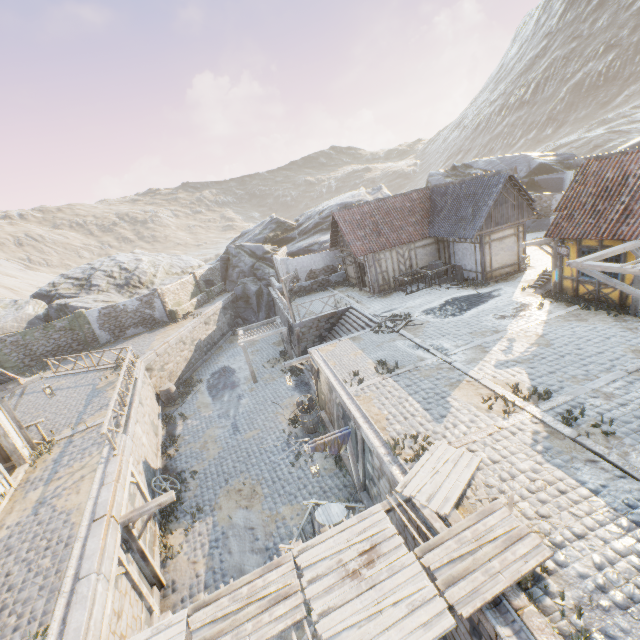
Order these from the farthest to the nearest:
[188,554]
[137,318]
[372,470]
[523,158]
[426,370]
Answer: [523,158] < [137,318] < [426,370] < [188,554] < [372,470]

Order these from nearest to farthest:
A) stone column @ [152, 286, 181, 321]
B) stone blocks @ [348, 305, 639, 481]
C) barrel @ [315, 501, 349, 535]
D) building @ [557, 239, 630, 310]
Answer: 1. stone blocks @ [348, 305, 639, 481]
2. barrel @ [315, 501, 349, 535]
3. building @ [557, 239, 630, 310]
4. stone column @ [152, 286, 181, 321]

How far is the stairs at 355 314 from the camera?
18.4 meters

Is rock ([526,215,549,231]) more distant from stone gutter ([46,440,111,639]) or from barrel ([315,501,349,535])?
barrel ([315,501,349,535])

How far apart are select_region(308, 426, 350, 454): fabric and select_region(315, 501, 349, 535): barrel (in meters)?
1.31

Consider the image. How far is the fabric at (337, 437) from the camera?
10.1m

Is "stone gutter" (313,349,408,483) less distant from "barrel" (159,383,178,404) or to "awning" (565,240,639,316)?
"awning" (565,240,639,316)

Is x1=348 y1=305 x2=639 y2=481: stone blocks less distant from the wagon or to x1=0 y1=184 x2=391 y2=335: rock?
x1=0 y1=184 x2=391 y2=335: rock
